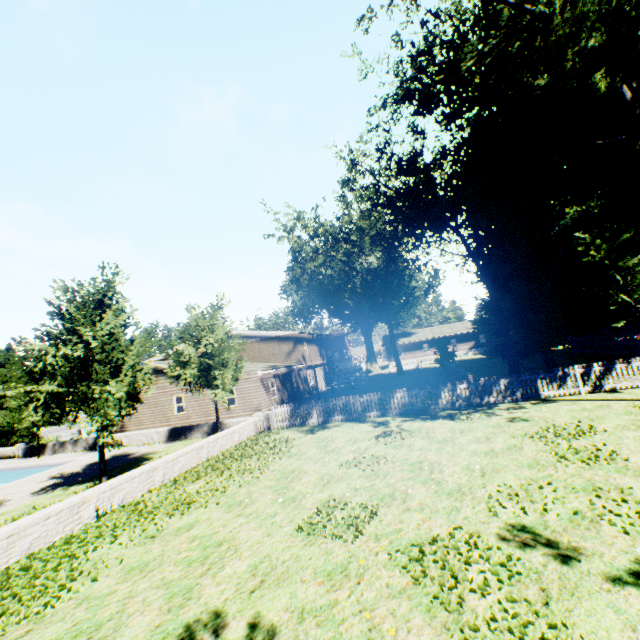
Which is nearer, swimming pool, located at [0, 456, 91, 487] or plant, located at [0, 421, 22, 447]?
swimming pool, located at [0, 456, 91, 487]

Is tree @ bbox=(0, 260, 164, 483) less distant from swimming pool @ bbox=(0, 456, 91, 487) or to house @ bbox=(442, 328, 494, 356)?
swimming pool @ bbox=(0, 456, 91, 487)

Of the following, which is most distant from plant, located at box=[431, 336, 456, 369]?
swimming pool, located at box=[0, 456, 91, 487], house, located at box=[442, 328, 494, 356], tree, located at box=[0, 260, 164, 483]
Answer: swimming pool, located at box=[0, 456, 91, 487]

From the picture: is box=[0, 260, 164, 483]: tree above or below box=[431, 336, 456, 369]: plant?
above

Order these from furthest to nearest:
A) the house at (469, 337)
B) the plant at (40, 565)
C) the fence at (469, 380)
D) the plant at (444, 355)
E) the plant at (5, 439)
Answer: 1. the house at (469, 337)
2. the plant at (444, 355)
3. the plant at (5, 439)
4. the fence at (469, 380)
5. the plant at (40, 565)

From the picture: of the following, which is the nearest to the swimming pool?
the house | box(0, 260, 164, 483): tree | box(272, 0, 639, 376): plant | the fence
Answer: box(0, 260, 164, 483): tree

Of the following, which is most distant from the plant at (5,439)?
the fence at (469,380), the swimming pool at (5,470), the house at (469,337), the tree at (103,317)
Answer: the swimming pool at (5,470)

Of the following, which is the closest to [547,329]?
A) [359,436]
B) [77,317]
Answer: [359,436]
